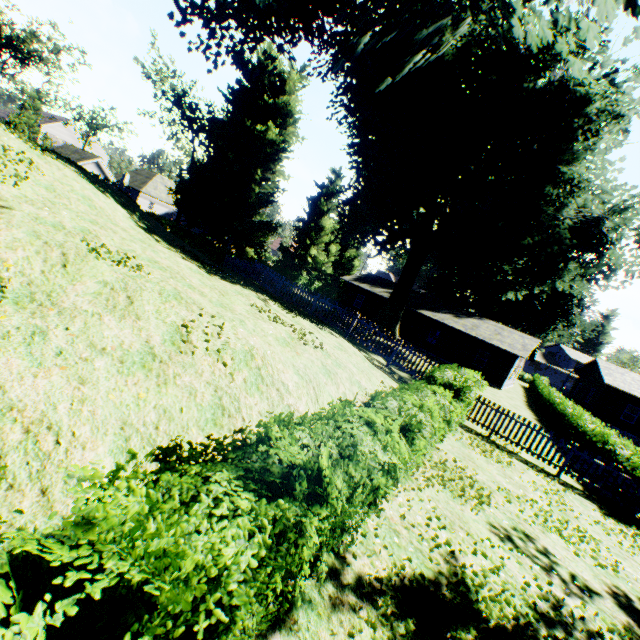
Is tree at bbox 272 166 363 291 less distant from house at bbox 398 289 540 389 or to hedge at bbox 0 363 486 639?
house at bbox 398 289 540 389

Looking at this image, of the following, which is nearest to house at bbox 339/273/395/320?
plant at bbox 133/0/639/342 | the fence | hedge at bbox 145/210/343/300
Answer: plant at bbox 133/0/639/342

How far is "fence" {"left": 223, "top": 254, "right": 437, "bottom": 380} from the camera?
14.76m

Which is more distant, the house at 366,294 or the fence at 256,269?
the house at 366,294

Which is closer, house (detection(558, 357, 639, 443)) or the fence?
the fence

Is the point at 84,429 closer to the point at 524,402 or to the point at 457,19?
the point at 457,19

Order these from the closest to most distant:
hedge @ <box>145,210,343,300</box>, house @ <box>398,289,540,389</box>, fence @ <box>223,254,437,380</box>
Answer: fence @ <box>223,254,437,380</box> → hedge @ <box>145,210,343,300</box> → house @ <box>398,289,540,389</box>

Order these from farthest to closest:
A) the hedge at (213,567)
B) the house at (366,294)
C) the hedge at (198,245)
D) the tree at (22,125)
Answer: the tree at (22,125) < the house at (366,294) < the hedge at (198,245) < the hedge at (213,567)
